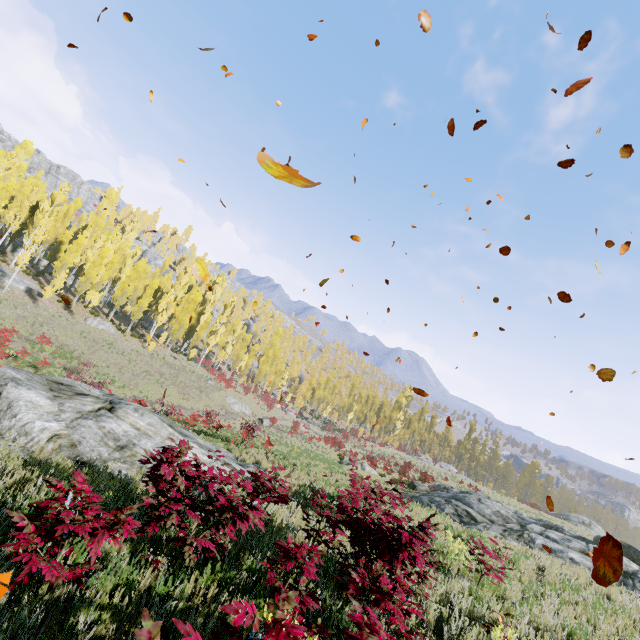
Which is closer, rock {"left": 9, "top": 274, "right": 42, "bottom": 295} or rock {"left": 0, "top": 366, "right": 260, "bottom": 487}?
rock {"left": 0, "top": 366, "right": 260, "bottom": 487}

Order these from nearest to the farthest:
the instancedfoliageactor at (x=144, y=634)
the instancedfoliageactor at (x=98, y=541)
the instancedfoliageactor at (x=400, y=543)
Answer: the instancedfoliageactor at (x=144, y=634) → the instancedfoliageactor at (x=400, y=543) → the instancedfoliageactor at (x=98, y=541)

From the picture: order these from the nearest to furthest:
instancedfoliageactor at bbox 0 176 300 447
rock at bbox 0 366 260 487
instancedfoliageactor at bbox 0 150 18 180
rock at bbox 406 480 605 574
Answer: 1. rock at bbox 0 366 260 487
2. rock at bbox 406 480 605 574
3. instancedfoliageactor at bbox 0 176 300 447
4. instancedfoliageactor at bbox 0 150 18 180

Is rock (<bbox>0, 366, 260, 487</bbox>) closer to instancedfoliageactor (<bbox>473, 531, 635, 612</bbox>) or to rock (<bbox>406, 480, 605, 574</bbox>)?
instancedfoliageactor (<bbox>473, 531, 635, 612</bbox>)

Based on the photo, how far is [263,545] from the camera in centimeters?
546cm

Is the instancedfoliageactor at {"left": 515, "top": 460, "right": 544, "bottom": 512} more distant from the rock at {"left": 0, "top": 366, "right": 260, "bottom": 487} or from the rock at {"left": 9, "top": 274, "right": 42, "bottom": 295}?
the rock at {"left": 0, "top": 366, "right": 260, "bottom": 487}

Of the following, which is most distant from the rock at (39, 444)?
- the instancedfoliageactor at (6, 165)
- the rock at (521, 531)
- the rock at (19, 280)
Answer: the rock at (19, 280)

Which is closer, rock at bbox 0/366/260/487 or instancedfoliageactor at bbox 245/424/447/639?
instancedfoliageactor at bbox 245/424/447/639
